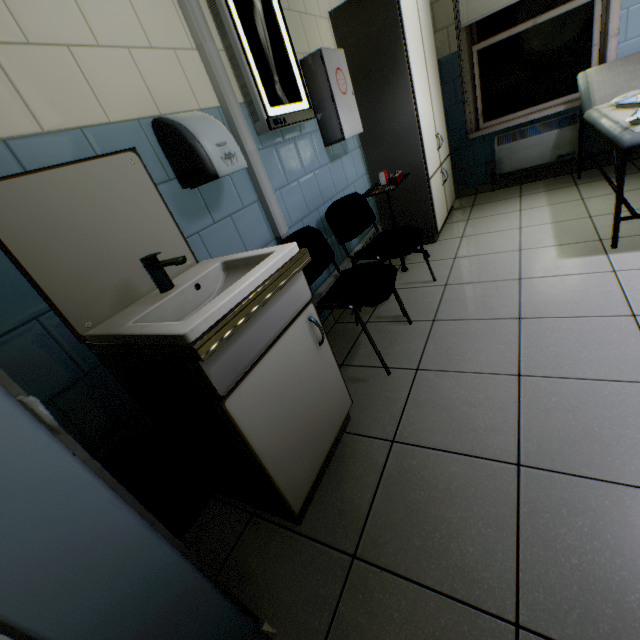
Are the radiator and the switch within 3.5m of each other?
no

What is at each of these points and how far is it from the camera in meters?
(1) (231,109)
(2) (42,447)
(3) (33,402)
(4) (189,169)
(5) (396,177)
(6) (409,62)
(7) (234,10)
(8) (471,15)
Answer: (1) cable duct, 1.7 m
(2) door, 0.5 m
(3) switch, 0.5 m
(4) hand dryer, 1.4 m
(5) medicine, 2.8 m
(6) cabinet, 2.6 m
(7) negatoscope, 1.7 m
(8) blinds, 3.3 m

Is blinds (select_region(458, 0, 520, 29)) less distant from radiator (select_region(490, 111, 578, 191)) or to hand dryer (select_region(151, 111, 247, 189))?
radiator (select_region(490, 111, 578, 191))

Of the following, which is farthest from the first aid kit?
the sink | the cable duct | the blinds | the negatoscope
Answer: the blinds

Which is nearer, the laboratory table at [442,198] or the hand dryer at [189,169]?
the hand dryer at [189,169]

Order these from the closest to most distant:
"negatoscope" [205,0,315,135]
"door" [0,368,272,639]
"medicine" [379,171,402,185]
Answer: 1. "door" [0,368,272,639]
2. "negatoscope" [205,0,315,135]
3. "medicine" [379,171,402,185]

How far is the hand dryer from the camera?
1.4 meters

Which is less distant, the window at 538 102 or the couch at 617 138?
the couch at 617 138
